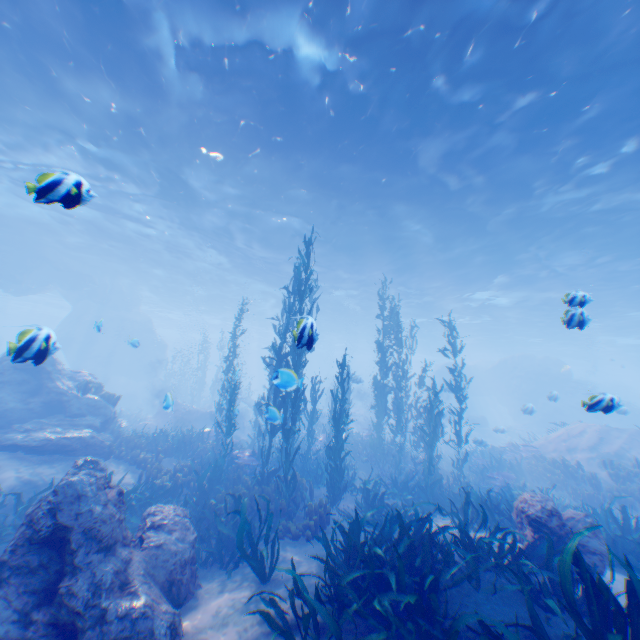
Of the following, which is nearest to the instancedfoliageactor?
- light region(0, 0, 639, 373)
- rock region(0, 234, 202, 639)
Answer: rock region(0, 234, 202, 639)

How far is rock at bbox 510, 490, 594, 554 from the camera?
5.7m

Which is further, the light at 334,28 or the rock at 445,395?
the rock at 445,395

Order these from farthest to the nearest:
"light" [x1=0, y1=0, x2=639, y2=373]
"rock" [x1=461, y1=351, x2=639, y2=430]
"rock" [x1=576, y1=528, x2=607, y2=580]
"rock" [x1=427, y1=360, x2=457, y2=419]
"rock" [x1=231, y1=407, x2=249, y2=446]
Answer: "rock" [x1=427, y1=360, x2=457, y2=419]
"rock" [x1=461, y1=351, x2=639, y2=430]
"rock" [x1=231, y1=407, x2=249, y2=446]
"light" [x1=0, y1=0, x2=639, y2=373]
"rock" [x1=576, y1=528, x2=607, y2=580]

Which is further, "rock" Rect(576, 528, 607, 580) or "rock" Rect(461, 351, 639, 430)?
"rock" Rect(461, 351, 639, 430)

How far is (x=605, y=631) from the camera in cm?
351

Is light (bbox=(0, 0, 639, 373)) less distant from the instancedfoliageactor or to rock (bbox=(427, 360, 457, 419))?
rock (bbox=(427, 360, 457, 419))

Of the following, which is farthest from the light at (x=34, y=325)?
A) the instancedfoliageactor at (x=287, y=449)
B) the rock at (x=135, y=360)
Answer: the instancedfoliageactor at (x=287, y=449)
